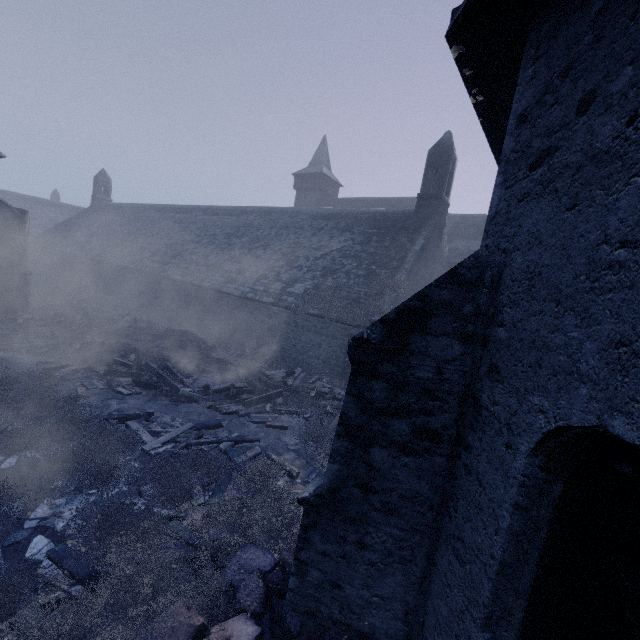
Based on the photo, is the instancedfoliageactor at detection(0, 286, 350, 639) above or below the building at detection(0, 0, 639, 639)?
below

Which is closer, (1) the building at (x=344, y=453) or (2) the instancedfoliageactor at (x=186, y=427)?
(1) the building at (x=344, y=453)

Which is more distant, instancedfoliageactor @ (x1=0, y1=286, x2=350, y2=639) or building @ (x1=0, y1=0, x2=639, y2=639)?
instancedfoliageactor @ (x1=0, y1=286, x2=350, y2=639)

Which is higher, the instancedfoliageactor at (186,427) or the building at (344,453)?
the building at (344,453)

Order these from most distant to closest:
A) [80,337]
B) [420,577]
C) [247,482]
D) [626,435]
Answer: [80,337] → [247,482] → [420,577] → [626,435]
